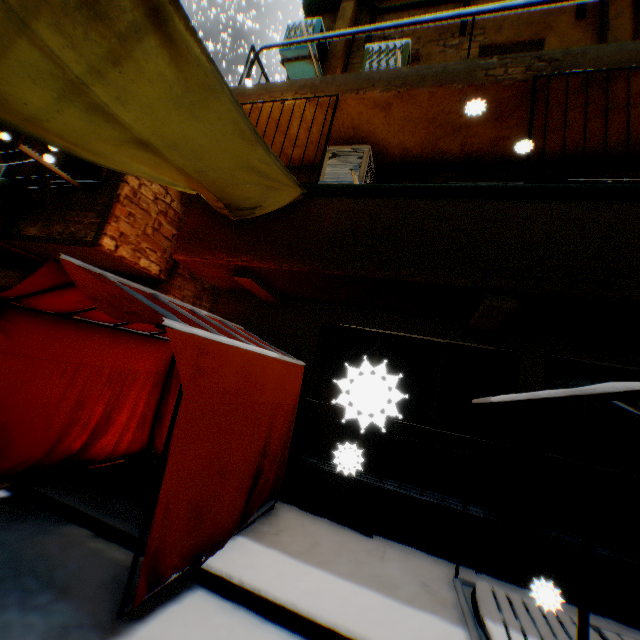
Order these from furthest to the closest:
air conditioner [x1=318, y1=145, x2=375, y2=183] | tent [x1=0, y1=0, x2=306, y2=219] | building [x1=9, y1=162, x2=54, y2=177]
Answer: building [x1=9, y1=162, x2=54, y2=177]
air conditioner [x1=318, y1=145, x2=375, y2=183]
tent [x1=0, y1=0, x2=306, y2=219]

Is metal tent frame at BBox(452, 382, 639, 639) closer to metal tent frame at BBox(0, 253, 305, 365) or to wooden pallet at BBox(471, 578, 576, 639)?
wooden pallet at BBox(471, 578, 576, 639)

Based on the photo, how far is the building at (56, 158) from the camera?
4.0 meters

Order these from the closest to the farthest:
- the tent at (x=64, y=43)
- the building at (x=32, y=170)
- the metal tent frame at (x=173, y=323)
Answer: the tent at (x=64, y=43) < the metal tent frame at (x=173, y=323) < the building at (x=32, y=170)

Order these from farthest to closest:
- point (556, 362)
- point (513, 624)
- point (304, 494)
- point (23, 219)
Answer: point (23, 219)
point (304, 494)
point (556, 362)
point (513, 624)

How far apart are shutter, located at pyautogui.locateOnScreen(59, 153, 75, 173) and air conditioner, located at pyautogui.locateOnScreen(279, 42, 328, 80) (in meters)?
3.97

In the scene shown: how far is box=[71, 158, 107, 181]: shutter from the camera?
7.4m
